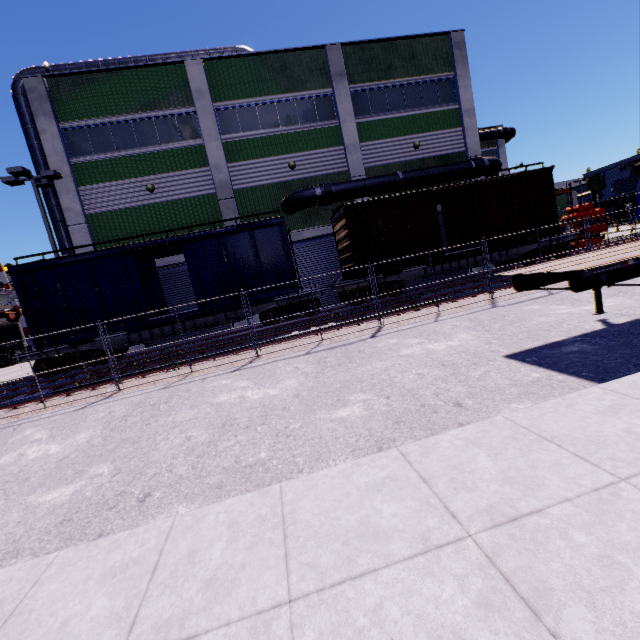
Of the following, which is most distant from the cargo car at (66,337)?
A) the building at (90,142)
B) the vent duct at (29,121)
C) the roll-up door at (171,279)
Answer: the vent duct at (29,121)

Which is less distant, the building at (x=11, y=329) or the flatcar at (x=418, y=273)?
the flatcar at (x=418, y=273)

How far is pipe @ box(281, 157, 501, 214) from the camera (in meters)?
17.95

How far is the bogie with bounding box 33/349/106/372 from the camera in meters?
13.3

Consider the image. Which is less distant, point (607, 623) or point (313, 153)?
point (607, 623)

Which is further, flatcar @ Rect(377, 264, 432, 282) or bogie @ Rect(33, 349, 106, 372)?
flatcar @ Rect(377, 264, 432, 282)

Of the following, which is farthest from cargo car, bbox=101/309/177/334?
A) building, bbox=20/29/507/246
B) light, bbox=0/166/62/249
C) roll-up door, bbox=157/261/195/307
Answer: roll-up door, bbox=157/261/195/307

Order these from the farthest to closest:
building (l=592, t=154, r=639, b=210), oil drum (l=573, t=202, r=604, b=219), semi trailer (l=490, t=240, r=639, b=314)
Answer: building (l=592, t=154, r=639, b=210) < oil drum (l=573, t=202, r=604, b=219) < semi trailer (l=490, t=240, r=639, b=314)
